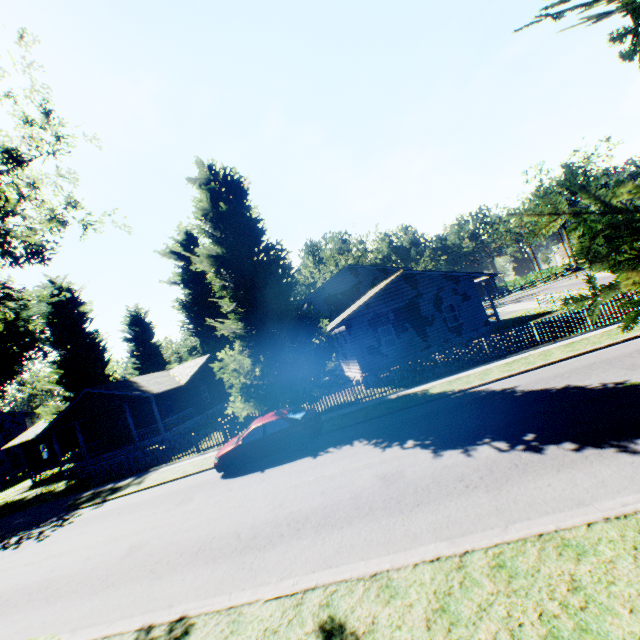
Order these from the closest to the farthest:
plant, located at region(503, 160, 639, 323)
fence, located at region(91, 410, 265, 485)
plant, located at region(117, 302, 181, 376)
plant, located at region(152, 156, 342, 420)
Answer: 1. plant, located at region(503, 160, 639, 323)
2. plant, located at region(152, 156, 342, 420)
3. fence, located at region(91, 410, 265, 485)
4. plant, located at region(117, 302, 181, 376)

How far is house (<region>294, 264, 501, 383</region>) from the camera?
21.2m

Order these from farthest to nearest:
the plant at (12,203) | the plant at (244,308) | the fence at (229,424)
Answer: the fence at (229,424) → the plant at (244,308) → the plant at (12,203)

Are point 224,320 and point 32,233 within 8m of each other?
no

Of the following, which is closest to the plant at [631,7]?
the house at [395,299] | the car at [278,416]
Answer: the house at [395,299]

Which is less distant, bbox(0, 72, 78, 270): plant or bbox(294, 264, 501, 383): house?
bbox(0, 72, 78, 270): plant

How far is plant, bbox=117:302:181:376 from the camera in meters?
43.9 m
